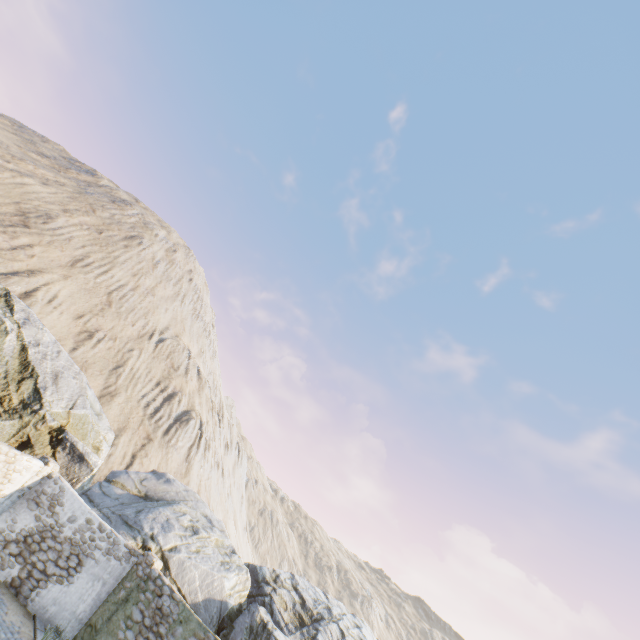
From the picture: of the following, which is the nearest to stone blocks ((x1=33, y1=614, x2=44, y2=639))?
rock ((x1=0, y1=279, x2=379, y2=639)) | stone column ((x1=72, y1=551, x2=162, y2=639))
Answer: rock ((x1=0, y1=279, x2=379, y2=639))

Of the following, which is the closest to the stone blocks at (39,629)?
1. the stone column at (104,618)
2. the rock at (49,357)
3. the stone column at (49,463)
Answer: the rock at (49,357)

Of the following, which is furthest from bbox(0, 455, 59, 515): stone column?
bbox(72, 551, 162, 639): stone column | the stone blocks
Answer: bbox(72, 551, 162, 639): stone column

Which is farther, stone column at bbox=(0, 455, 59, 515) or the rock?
the rock

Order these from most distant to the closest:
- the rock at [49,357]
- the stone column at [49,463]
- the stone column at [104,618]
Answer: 1. the rock at [49,357]
2. the stone column at [49,463]
3. the stone column at [104,618]

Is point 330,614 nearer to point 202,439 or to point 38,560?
point 38,560

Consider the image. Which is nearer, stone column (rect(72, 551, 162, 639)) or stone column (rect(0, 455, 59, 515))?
stone column (rect(72, 551, 162, 639))

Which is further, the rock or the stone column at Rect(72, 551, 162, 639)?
the rock
